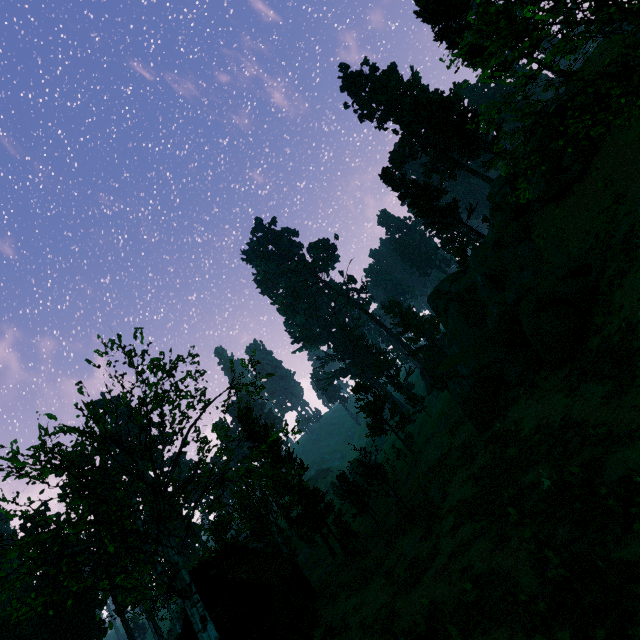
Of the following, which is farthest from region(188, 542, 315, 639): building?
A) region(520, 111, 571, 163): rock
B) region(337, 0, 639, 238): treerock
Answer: region(520, 111, 571, 163): rock

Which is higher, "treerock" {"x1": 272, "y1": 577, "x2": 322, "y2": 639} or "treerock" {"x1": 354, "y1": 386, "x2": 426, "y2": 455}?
"treerock" {"x1": 354, "y1": 386, "x2": 426, "y2": 455}

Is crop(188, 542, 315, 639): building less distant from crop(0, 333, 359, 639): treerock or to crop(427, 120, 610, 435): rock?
crop(0, 333, 359, 639): treerock

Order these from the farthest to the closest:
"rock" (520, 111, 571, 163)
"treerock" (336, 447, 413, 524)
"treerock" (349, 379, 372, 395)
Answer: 1. "treerock" (349, 379, 372, 395)
2. "treerock" (336, 447, 413, 524)
3. "rock" (520, 111, 571, 163)

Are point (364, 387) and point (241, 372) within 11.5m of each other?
no

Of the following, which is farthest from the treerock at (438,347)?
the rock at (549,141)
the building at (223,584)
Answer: the rock at (549,141)

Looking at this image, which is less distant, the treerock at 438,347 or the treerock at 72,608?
the treerock at 72,608
